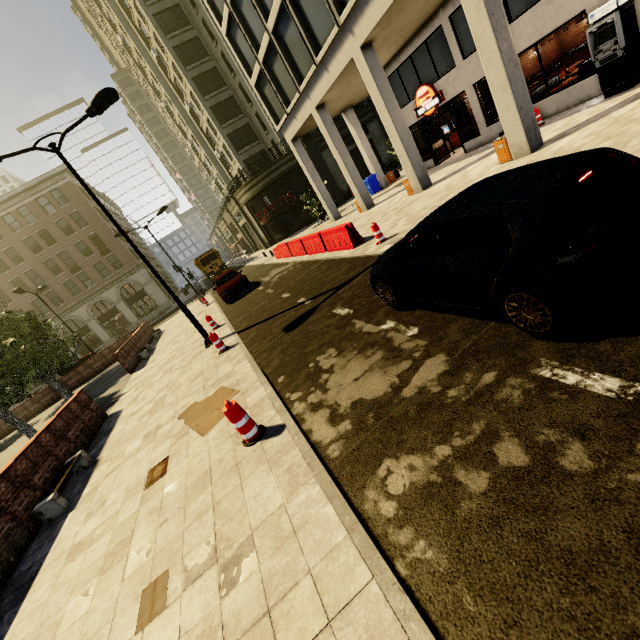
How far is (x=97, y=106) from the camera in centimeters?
940cm

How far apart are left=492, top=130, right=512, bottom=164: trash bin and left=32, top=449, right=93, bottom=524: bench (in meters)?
14.73

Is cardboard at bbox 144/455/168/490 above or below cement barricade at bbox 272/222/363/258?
below

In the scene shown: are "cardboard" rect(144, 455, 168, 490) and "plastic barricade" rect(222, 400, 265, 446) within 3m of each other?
yes

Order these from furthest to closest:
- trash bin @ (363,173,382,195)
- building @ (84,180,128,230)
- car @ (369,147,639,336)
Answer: building @ (84,180,128,230) < trash bin @ (363,173,382,195) < car @ (369,147,639,336)

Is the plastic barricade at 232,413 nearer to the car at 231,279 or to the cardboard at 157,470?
the cardboard at 157,470

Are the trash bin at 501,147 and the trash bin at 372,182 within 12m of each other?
no

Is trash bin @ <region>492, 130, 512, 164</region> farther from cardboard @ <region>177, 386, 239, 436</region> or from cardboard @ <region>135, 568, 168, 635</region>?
cardboard @ <region>135, 568, 168, 635</region>
